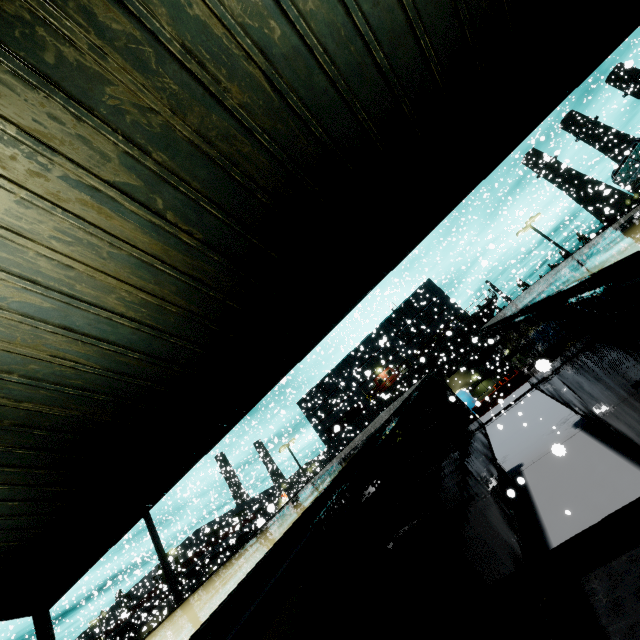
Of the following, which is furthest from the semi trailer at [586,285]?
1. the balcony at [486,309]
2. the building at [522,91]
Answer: the balcony at [486,309]

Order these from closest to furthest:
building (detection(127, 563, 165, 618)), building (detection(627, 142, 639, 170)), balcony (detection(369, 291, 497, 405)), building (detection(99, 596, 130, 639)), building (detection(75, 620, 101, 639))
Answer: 1. balcony (detection(369, 291, 497, 405))
2. building (detection(99, 596, 130, 639))
3. building (detection(75, 620, 101, 639))
4. building (detection(627, 142, 639, 170))
5. building (detection(127, 563, 165, 618))

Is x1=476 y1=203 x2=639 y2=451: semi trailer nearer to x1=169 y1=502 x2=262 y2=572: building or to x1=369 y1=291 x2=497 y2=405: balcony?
x1=169 y1=502 x2=262 y2=572: building

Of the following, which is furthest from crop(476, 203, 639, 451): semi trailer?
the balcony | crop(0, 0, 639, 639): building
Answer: the balcony

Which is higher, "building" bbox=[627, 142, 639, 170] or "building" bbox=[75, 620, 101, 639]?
"building" bbox=[627, 142, 639, 170]

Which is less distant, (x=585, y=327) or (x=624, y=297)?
(x=624, y=297)

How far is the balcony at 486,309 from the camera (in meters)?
33.91
